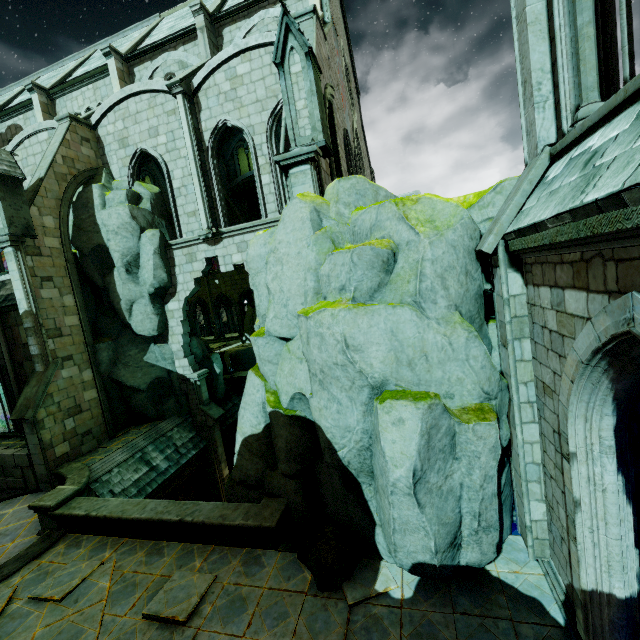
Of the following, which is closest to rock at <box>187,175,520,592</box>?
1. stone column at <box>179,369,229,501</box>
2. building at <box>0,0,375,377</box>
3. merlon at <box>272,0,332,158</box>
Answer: building at <box>0,0,375,377</box>

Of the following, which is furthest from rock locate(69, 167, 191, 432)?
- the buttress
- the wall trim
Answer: the wall trim

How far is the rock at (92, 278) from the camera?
14.58m

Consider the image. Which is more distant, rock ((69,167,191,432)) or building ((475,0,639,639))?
rock ((69,167,191,432))

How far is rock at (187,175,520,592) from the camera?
5.4m

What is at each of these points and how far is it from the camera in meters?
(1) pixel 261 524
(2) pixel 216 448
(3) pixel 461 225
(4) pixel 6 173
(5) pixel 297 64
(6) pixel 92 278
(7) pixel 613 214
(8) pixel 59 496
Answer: (1) wall trim, 7.6 m
(2) stone column, 16.4 m
(3) rock, 6.0 m
(4) merlon, 12.0 m
(5) merlon, 8.4 m
(6) rock, 14.9 m
(7) building, 2.7 m
(8) column base, 9.8 m

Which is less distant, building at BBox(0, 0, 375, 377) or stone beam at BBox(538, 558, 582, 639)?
stone beam at BBox(538, 558, 582, 639)

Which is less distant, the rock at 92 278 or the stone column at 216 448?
the rock at 92 278
